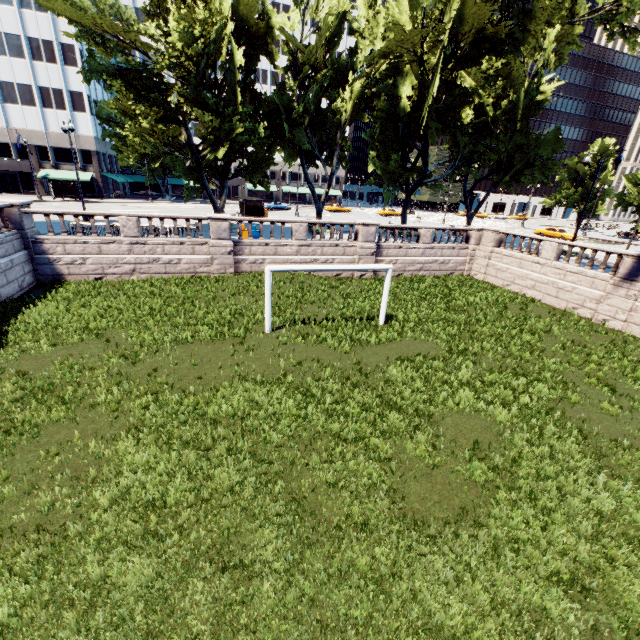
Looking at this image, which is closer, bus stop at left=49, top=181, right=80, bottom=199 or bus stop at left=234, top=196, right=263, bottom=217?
bus stop at left=234, top=196, right=263, bottom=217

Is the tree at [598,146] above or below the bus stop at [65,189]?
above

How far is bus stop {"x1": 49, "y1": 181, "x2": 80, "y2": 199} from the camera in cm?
4391

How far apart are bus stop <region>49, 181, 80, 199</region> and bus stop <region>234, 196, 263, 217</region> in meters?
25.5 m

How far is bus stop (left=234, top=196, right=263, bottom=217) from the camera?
37.19m

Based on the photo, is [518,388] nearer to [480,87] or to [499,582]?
A: [499,582]

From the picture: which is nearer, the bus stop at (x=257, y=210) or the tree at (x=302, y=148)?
the tree at (x=302, y=148)

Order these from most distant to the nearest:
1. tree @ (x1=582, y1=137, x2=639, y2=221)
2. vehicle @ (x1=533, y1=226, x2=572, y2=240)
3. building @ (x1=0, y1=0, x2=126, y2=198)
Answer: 1. tree @ (x1=582, y1=137, x2=639, y2=221)
2. building @ (x1=0, y1=0, x2=126, y2=198)
3. vehicle @ (x1=533, y1=226, x2=572, y2=240)
